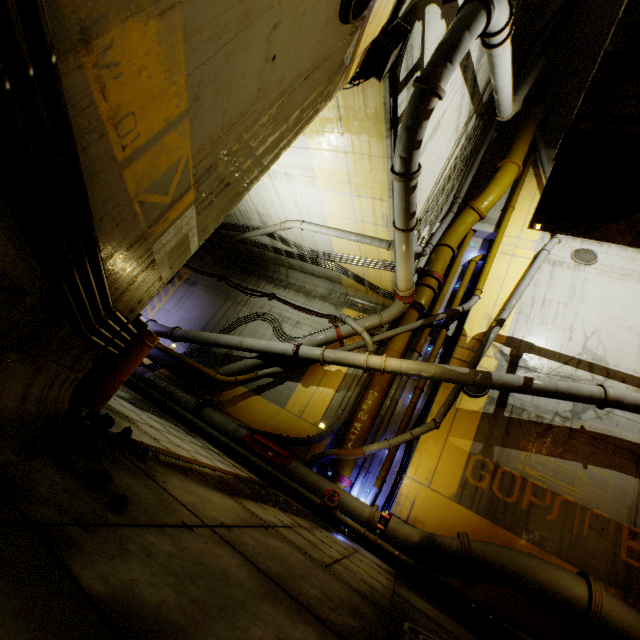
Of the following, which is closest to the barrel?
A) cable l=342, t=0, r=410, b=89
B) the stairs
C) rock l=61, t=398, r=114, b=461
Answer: rock l=61, t=398, r=114, b=461

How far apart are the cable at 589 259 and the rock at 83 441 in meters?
14.4 m

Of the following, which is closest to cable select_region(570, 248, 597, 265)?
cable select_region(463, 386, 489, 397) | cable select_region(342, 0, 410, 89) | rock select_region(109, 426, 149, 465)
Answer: cable select_region(463, 386, 489, 397)

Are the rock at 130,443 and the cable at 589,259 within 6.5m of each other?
no

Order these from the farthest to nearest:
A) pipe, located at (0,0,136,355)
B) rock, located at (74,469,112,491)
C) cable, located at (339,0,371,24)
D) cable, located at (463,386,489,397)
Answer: cable, located at (463,386,489,397) < cable, located at (339,0,371,24) < rock, located at (74,469,112,491) < pipe, located at (0,0,136,355)

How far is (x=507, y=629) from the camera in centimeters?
590cm

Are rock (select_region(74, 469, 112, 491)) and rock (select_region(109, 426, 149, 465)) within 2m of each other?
yes

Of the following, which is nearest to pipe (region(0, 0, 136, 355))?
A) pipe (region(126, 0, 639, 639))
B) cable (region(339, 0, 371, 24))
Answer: cable (region(339, 0, 371, 24))
